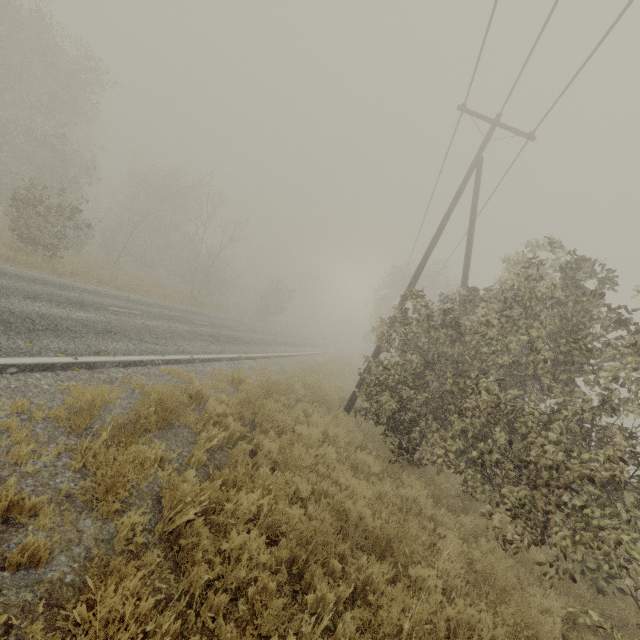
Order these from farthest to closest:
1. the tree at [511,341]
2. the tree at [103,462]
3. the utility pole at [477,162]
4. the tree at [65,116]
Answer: the tree at [65,116] < the utility pole at [477,162] < the tree at [511,341] < the tree at [103,462]

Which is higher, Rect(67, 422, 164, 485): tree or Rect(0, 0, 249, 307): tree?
Rect(0, 0, 249, 307): tree

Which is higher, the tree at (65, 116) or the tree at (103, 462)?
the tree at (65, 116)

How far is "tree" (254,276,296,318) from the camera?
41.2m

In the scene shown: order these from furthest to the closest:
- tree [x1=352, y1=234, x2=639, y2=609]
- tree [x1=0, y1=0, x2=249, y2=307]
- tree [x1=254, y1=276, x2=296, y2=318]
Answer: tree [x1=254, y1=276, x2=296, y2=318] < tree [x1=0, y1=0, x2=249, y2=307] < tree [x1=352, y1=234, x2=639, y2=609]

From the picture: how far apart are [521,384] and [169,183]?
26.1 meters

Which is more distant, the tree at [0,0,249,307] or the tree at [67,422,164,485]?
the tree at [0,0,249,307]
